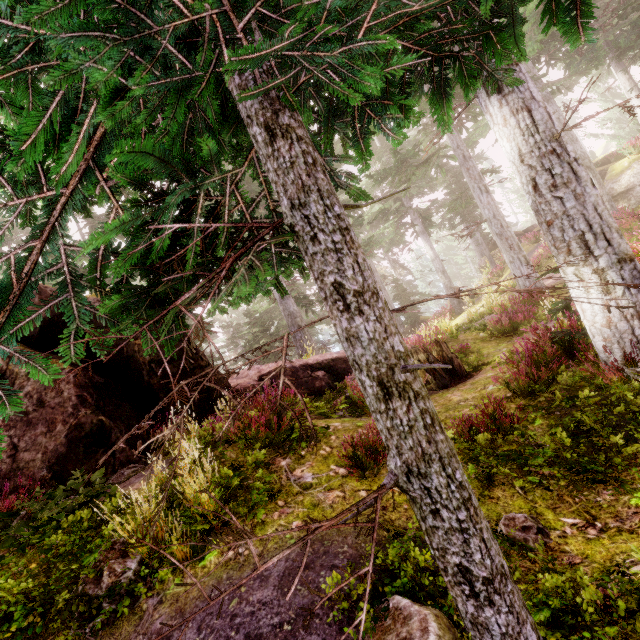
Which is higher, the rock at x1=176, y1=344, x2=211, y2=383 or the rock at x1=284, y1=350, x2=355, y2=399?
the rock at x1=176, y1=344, x2=211, y2=383

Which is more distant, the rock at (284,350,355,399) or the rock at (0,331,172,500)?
the rock at (284,350,355,399)

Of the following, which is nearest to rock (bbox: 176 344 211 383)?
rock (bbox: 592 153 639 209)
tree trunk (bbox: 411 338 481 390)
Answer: tree trunk (bbox: 411 338 481 390)

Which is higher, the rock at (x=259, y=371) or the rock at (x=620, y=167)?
the rock at (x=620, y=167)

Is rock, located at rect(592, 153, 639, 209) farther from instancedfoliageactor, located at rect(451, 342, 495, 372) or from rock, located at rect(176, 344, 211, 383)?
rock, located at rect(176, 344, 211, 383)

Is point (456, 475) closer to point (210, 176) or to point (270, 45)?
point (210, 176)

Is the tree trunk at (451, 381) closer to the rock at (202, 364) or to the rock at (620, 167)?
the rock at (202, 364)
